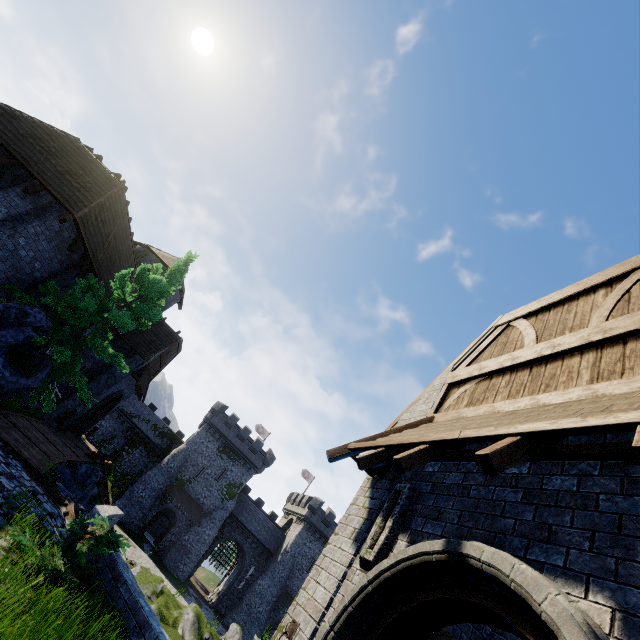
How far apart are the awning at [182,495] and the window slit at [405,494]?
43.3m

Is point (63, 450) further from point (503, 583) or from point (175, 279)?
point (503, 583)

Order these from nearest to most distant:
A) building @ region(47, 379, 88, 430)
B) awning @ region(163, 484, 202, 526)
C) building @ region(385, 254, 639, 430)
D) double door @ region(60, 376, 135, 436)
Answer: building @ region(385, 254, 639, 430)
building @ region(47, 379, 88, 430)
double door @ region(60, 376, 135, 436)
awning @ region(163, 484, 202, 526)

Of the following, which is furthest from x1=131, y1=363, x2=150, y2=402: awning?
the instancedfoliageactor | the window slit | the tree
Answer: the window slit

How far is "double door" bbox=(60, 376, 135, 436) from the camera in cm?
2010

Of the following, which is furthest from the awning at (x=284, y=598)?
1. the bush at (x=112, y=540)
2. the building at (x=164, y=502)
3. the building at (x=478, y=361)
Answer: the bush at (x=112, y=540)

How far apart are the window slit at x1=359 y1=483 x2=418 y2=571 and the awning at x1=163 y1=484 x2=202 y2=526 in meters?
43.3

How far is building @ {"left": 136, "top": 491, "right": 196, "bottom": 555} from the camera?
38.2m
